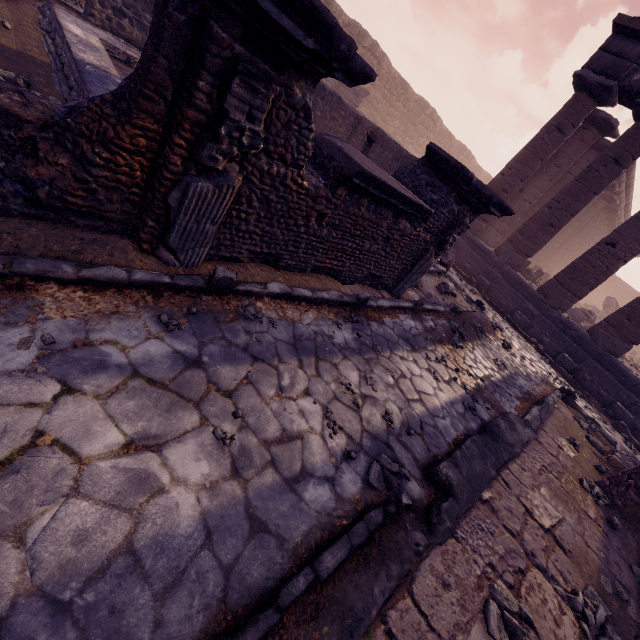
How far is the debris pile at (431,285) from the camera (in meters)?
7.09

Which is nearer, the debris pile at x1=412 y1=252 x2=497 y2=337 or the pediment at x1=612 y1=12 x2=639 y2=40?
the debris pile at x1=412 y1=252 x2=497 y2=337

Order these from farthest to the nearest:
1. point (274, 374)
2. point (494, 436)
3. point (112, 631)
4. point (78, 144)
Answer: point (494, 436)
point (274, 374)
point (78, 144)
point (112, 631)

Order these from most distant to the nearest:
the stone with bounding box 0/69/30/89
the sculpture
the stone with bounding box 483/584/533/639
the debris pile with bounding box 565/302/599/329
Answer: the sculpture < the debris pile with bounding box 565/302/599/329 < the stone with bounding box 0/69/30/89 < the stone with bounding box 483/584/533/639

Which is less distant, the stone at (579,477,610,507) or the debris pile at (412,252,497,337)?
the stone at (579,477,610,507)

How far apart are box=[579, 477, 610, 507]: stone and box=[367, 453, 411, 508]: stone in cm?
355

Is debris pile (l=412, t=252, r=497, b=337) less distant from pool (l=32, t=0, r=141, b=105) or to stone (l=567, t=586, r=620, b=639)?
pool (l=32, t=0, r=141, b=105)

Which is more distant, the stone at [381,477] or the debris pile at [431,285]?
the debris pile at [431,285]
